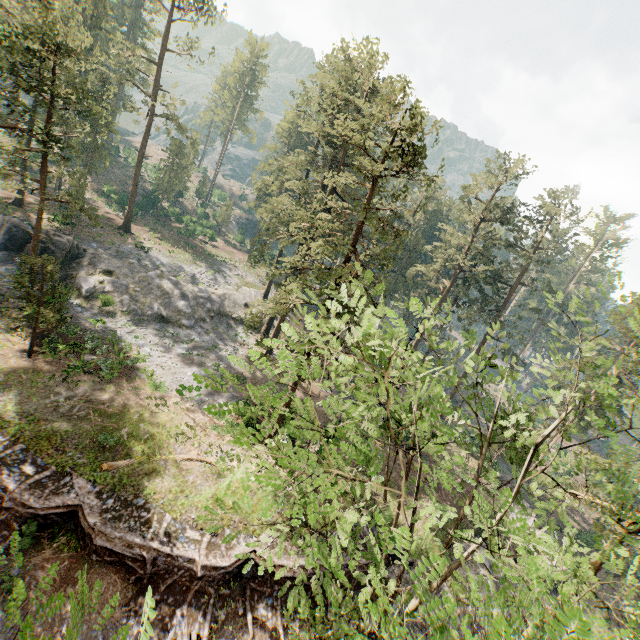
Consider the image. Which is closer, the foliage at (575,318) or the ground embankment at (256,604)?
the foliage at (575,318)

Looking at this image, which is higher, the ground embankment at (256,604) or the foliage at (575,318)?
the foliage at (575,318)

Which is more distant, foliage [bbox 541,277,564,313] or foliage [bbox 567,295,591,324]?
foliage [bbox 541,277,564,313]

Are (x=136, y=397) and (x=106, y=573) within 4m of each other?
no

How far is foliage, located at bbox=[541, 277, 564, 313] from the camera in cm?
977

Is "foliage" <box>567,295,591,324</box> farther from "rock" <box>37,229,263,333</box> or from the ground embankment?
the ground embankment

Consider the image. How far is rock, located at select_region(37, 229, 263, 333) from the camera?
31.4m
